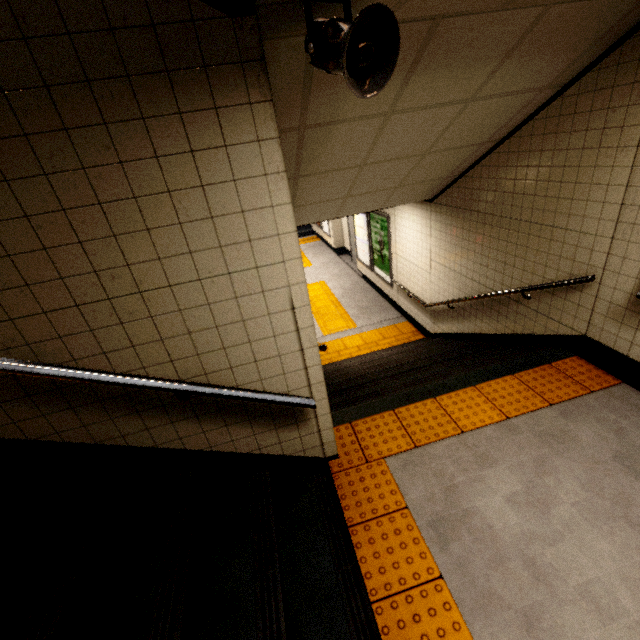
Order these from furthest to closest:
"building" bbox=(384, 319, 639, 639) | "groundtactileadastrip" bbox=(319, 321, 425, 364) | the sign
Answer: the sign < "groundtactileadastrip" bbox=(319, 321, 425, 364) < "building" bbox=(384, 319, 639, 639)

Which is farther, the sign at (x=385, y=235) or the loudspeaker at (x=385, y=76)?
the sign at (x=385, y=235)

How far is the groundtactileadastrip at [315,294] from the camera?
8.1m

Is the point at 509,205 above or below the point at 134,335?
below

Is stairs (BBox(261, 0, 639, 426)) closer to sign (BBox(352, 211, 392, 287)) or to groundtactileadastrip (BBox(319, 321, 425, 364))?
groundtactileadastrip (BBox(319, 321, 425, 364))

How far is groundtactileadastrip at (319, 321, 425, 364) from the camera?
7.0m

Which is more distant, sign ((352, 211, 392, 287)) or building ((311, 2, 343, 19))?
sign ((352, 211, 392, 287))

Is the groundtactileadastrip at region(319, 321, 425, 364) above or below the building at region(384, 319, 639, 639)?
below
